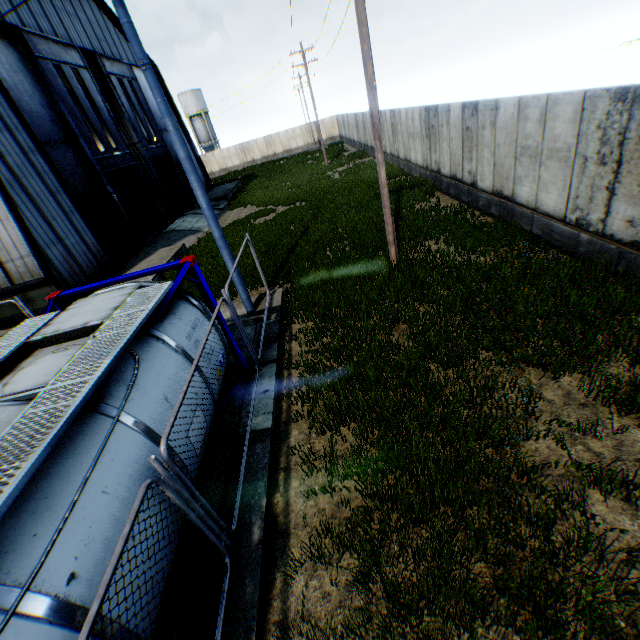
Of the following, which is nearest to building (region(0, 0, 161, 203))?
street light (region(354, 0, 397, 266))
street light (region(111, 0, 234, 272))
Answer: street light (region(111, 0, 234, 272))

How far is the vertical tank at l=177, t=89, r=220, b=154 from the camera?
52.62m

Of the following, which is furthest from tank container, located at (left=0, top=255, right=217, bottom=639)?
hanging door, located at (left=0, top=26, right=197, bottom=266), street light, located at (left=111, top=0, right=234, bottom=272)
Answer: hanging door, located at (left=0, top=26, right=197, bottom=266)

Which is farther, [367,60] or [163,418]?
[367,60]

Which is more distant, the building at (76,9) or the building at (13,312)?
the building at (76,9)

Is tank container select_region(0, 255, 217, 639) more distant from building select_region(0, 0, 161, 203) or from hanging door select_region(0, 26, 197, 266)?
hanging door select_region(0, 26, 197, 266)

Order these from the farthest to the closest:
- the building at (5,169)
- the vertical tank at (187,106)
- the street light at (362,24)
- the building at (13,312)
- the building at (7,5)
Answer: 1. the vertical tank at (187,106)
2. the building at (7,5)
3. the building at (13,312)
4. the building at (5,169)
5. the street light at (362,24)

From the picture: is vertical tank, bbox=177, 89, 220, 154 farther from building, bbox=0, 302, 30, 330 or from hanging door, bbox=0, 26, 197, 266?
hanging door, bbox=0, 26, 197, 266
